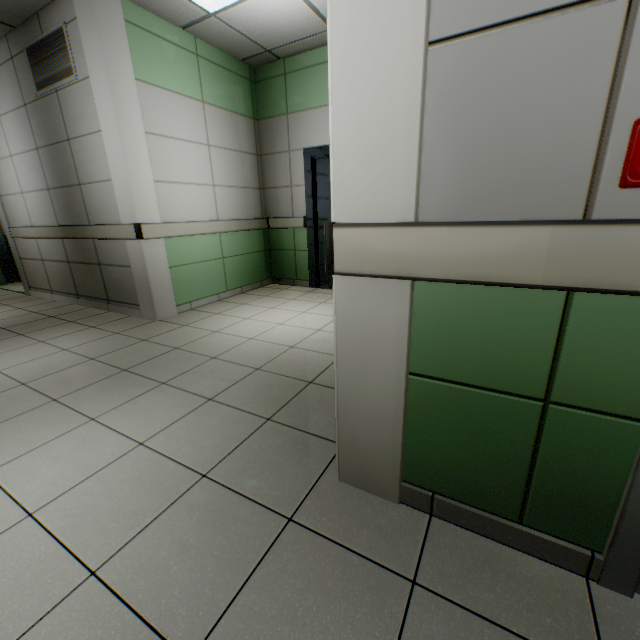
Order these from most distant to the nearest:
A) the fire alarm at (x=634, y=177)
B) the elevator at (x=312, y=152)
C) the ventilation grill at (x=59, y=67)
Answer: the elevator at (x=312, y=152), the ventilation grill at (x=59, y=67), the fire alarm at (x=634, y=177)

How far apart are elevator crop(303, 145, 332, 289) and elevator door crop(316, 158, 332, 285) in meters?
0.0

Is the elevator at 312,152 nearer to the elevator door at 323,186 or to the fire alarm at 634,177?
the elevator door at 323,186

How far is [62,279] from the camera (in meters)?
4.87

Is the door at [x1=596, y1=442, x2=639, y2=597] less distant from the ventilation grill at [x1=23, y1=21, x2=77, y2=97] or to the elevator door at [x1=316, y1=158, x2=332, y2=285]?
the elevator door at [x1=316, y1=158, x2=332, y2=285]

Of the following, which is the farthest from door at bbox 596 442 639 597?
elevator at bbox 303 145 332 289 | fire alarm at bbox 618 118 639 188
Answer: elevator at bbox 303 145 332 289

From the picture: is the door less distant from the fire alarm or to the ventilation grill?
the fire alarm

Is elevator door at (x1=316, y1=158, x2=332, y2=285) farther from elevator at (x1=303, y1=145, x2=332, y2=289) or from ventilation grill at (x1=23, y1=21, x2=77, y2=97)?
ventilation grill at (x1=23, y1=21, x2=77, y2=97)
